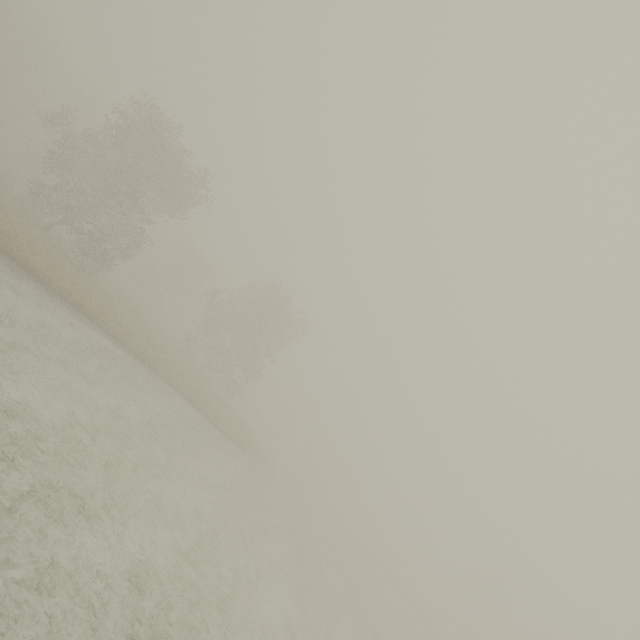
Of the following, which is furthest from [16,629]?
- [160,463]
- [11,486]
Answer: [160,463]
